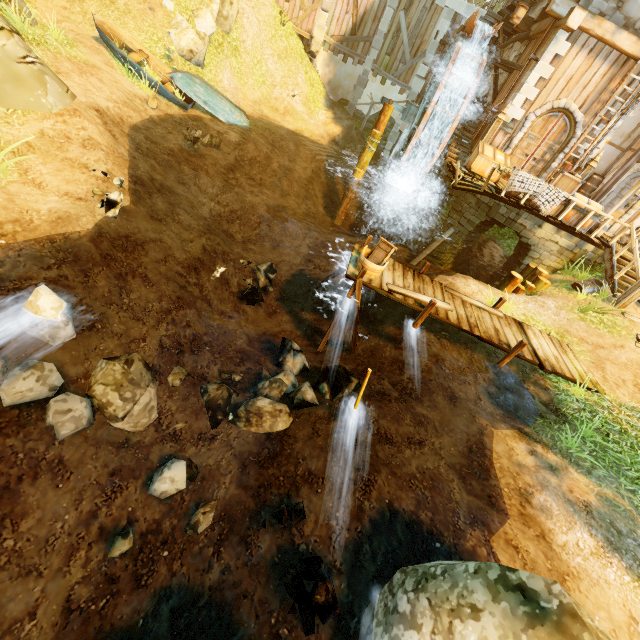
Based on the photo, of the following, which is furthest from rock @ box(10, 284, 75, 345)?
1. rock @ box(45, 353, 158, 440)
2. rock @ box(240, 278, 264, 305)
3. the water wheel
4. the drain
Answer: the drain

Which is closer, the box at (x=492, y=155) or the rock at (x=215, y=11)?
the box at (x=492, y=155)

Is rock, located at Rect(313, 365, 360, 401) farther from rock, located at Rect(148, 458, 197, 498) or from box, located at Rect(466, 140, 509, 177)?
box, located at Rect(466, 140, 509, 177)

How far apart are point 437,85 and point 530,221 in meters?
7.1

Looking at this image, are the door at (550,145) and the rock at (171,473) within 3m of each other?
no

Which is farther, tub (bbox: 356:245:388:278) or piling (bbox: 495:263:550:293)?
piling (bbox: 495:263:550:293)

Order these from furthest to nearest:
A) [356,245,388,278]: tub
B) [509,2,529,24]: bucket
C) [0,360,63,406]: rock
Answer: [509,2,529,24]: bucket → [356,245,388,278]: tub → [0,360,63,406]: rock

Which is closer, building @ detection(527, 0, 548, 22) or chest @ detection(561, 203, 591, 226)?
chest @ detection(561, 203, 591, 226)
